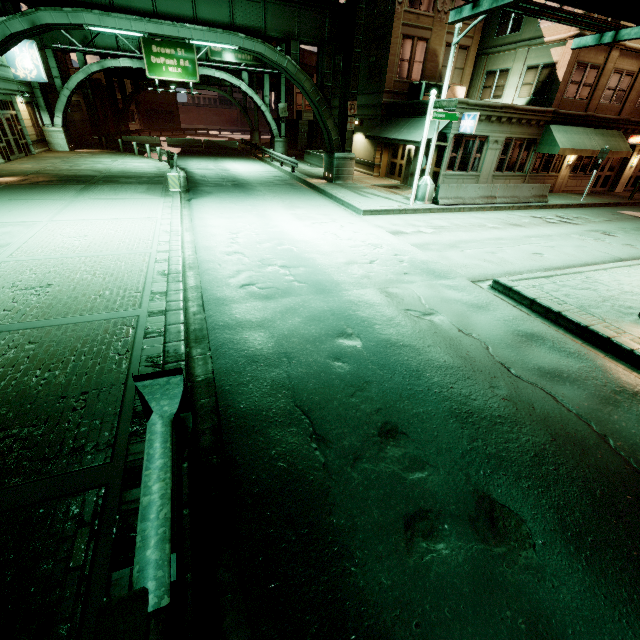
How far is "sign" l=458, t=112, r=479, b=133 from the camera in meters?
16.7

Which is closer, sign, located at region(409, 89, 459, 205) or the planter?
sign, located at region(409, 89, 459, 205)

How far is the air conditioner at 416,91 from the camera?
20.30m

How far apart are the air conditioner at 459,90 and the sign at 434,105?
7.4m

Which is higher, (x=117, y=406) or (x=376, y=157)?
(x=376, y=157)

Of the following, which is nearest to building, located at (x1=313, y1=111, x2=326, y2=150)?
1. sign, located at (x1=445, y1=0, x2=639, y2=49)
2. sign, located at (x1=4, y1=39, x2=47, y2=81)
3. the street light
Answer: the street light

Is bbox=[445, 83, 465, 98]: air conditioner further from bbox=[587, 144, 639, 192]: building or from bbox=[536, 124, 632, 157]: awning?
bbox=[536, 124, 632, 157]: awning

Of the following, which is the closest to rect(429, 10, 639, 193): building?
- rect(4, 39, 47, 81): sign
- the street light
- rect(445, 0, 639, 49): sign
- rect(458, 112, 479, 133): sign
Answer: rect(458, 112, 479, 133): sign
